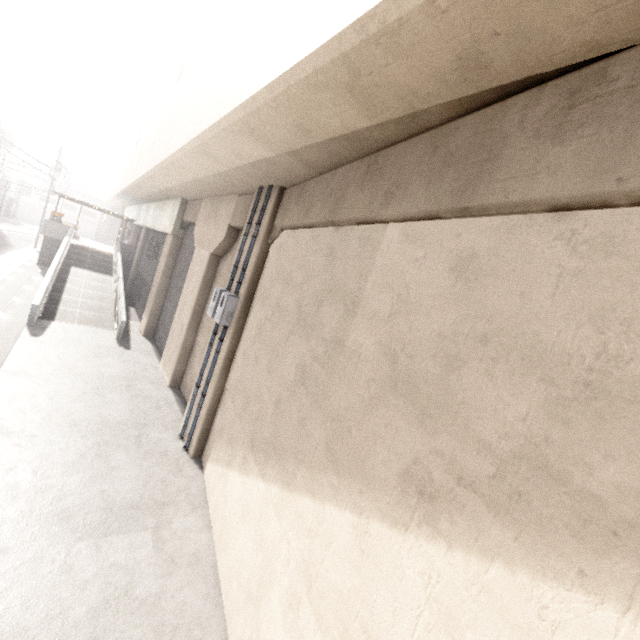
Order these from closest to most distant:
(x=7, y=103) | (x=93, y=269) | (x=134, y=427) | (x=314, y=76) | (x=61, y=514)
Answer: (x=314, y=76)
(x=61, y=514)
(x=134, y=427)
(x=93, y=269)
(x=7, y=103)

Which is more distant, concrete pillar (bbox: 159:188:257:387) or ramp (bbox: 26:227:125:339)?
ramp (bbox: 26:227:125:339)

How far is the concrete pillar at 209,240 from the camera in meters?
9.9

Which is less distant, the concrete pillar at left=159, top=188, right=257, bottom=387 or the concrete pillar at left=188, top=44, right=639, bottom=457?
the concrete pillar at left=188, top=44, right=639, bottom=457

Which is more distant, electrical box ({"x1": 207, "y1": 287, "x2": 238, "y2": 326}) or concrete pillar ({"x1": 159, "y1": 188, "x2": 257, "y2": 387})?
concrete pillar ({"x1": 159, "y1": 188, "x2": 257, "y2": 387})

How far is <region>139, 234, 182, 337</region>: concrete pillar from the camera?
15.6m

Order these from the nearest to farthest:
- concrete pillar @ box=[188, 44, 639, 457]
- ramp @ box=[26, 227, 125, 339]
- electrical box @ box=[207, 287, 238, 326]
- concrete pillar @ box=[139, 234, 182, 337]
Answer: concrete pillar @ box=[188, 44, 639, 457]
electrical box @ box=[207, 287, 238, 326]
ramp @ box=[26, 227, 125, 339]
concrete pillar @ box=[139, 234, 182, 337]

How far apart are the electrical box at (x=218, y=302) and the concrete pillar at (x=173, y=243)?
9.40m
